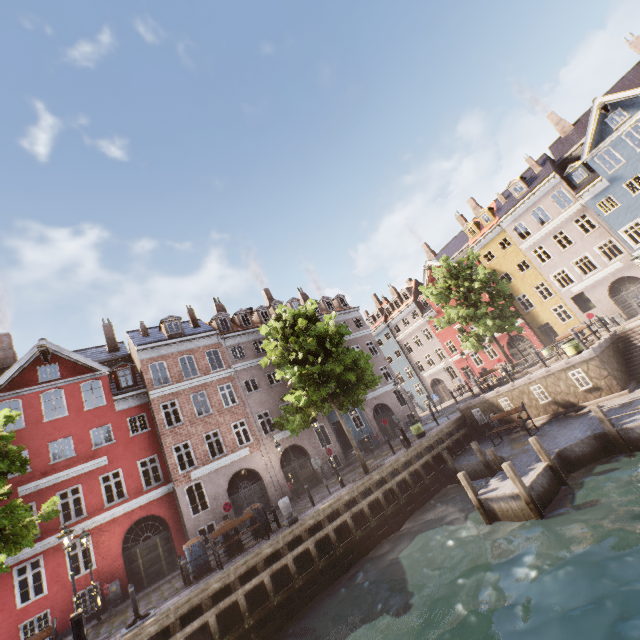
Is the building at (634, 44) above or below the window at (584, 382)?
above

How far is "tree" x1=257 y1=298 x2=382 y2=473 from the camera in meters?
16.7 m

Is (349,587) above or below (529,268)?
below

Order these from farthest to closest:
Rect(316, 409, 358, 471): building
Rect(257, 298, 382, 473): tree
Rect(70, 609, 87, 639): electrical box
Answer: Rect(316, 409, 358, 471): building < Rect(257, 298, 382, 473): tree < Rect(70, 609, 87, 639): electrical box

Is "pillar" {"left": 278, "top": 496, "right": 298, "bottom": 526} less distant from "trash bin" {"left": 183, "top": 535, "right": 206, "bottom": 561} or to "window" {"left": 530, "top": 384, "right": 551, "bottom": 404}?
"trash bin" {"left": 183, "top": 535, "right": 206, "bottom": 561}

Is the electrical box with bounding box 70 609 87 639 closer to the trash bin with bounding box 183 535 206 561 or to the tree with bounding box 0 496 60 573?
the tree with bounding box 0 496 60 573

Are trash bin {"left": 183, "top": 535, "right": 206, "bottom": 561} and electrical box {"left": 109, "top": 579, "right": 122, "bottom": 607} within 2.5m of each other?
no

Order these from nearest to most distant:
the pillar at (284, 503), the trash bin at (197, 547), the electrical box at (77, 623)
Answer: the electrical box at (77, 623) → the trash bin at (197, 547) → the pillar at (284, 503)
